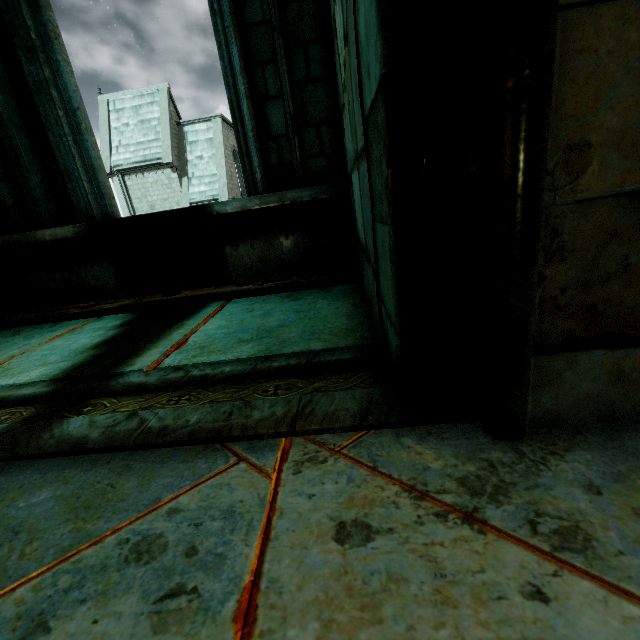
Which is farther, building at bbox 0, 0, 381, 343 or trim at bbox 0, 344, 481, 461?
building at bbox 0, 0, 381, 343

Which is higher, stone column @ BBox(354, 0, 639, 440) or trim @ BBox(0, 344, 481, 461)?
stone column @ BBox(354, 0, 639, 440)

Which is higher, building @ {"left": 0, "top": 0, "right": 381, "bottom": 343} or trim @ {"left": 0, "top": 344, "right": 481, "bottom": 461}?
building @ {"left": 0, "top": 0, "right": 381, "bottom": 343}

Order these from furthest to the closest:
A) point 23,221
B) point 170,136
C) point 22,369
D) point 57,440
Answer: point 170,136 < point 23,221 < point 22,369 < point 57,440

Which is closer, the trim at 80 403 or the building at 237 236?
the trim at 80 403

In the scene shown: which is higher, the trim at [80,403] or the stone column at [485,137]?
the stone column at [485,137]

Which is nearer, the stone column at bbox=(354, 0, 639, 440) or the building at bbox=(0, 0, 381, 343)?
the stone column at bbox=(354, 0, 639, 440)
